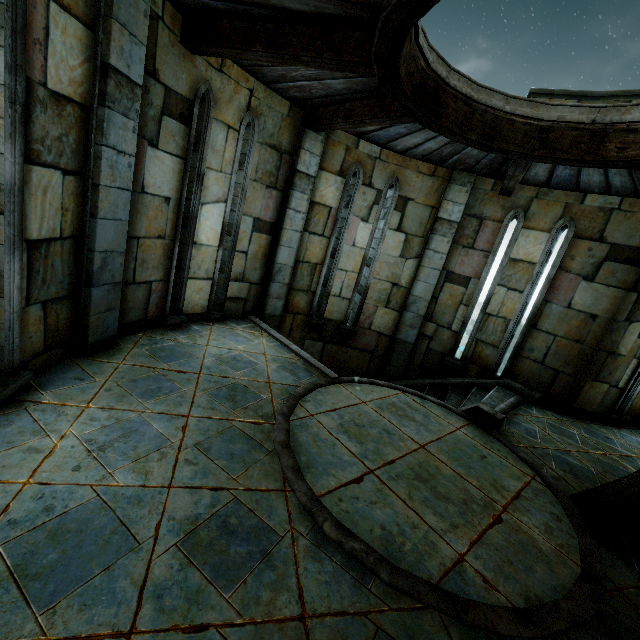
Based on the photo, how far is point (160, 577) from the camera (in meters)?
1.93
